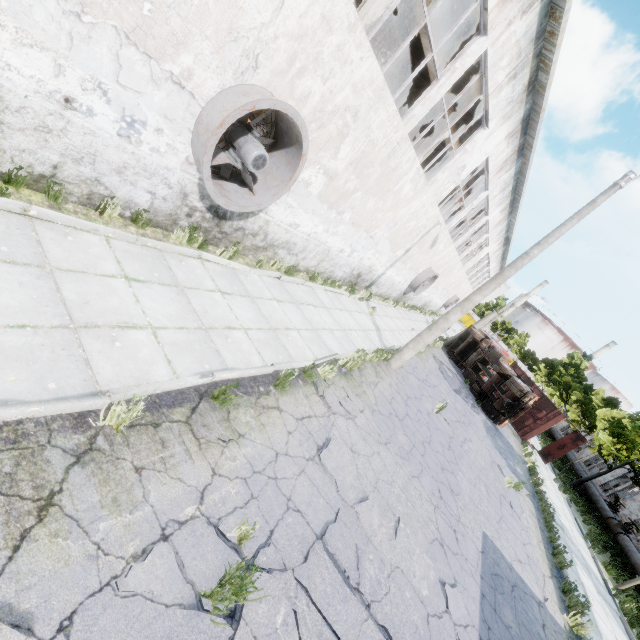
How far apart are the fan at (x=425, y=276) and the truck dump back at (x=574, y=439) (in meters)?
13.59

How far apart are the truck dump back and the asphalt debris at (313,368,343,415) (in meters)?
21.62

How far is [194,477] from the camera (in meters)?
3.65

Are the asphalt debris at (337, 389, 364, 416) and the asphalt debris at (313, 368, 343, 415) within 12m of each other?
yes

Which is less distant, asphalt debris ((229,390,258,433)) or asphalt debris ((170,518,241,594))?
asphalt debris ((170,518,241,594))

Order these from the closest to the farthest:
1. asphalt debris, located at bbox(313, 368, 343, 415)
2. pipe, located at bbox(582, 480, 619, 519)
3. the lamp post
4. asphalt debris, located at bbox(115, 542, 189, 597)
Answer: asphalt debris, located at bbox(115, 542, 189, 597)
asphalt debris, located at bbox(313, 368, 343, 415)
the lamp post
pipe, located at bbox(582, 480, 619, 519)

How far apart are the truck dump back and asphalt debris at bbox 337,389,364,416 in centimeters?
2115cm

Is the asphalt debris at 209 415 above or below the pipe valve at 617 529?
below
